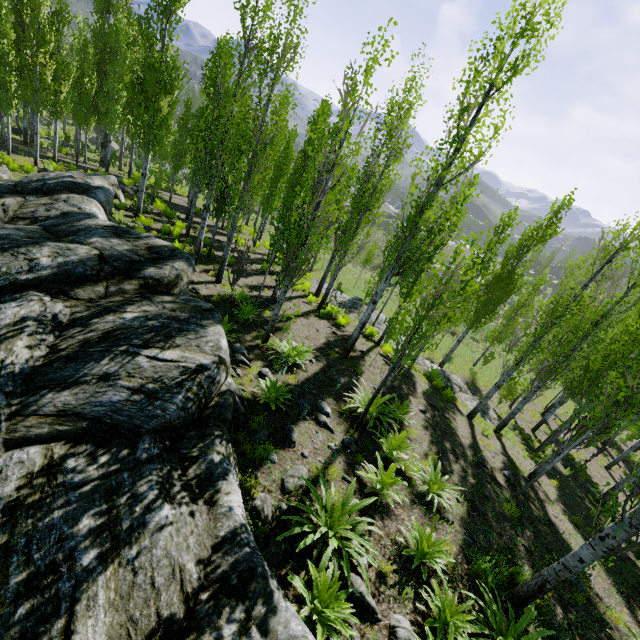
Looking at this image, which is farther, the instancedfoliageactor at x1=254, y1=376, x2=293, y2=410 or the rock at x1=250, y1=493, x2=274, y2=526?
the instancedfoliageactor at x1=254, y1=376, x2=293, y2=410

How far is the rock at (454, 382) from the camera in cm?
1654

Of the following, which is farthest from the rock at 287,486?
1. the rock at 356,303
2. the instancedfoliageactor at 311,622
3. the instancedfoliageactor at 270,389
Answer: the rock at 356,303

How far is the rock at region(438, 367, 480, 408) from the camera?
16.5m

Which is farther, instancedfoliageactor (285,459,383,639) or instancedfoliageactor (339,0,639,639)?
instancedfoliageactor (339,0,639,639)

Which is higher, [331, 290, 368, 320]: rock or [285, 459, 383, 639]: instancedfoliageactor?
[285, 459, 383, 639]: instancedfoliageactor

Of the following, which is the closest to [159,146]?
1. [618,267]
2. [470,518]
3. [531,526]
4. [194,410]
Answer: [194,410]

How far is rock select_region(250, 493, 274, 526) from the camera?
4.90m
